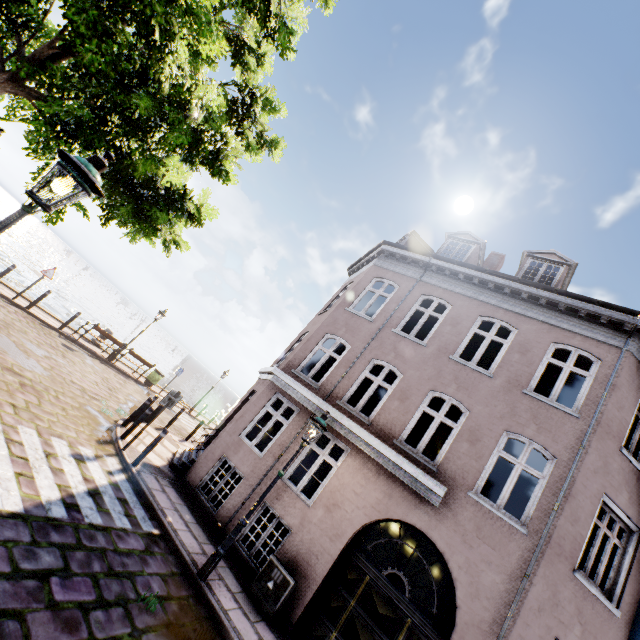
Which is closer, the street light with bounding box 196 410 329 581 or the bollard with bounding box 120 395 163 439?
the street light with bounding box 196 410 329 581

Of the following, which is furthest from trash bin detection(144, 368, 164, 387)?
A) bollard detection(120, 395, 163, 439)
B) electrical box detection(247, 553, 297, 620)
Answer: electrical box detection(247, 553, 297, 620)

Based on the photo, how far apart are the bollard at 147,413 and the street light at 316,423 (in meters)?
5.61

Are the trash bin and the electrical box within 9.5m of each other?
no

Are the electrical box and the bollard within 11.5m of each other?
yes

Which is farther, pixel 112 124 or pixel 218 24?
pixel 218 24

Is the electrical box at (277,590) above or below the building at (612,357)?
below

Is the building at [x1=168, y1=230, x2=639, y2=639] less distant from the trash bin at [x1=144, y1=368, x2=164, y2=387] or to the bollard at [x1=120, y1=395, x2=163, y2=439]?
the bollard at [x1=120, y1=395, x2=163, y2=439]
